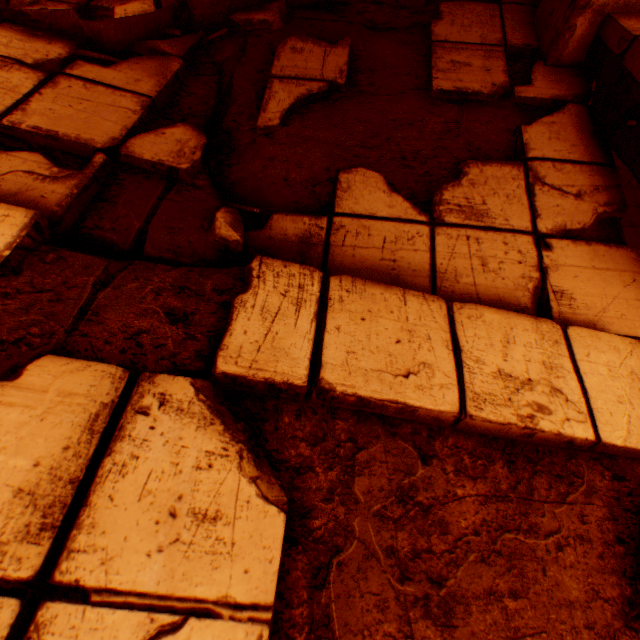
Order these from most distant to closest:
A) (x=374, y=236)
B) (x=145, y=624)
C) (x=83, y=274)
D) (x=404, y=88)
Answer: (x=404, y=88)
(x=374, y=236)
(x=83, y=274)
(x=145, y=624)

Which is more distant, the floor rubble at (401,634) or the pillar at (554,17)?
the pillar at (554,17)

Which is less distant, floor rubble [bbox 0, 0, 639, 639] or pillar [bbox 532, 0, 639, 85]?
floor rubble [bbox 0, 0, 639, 639]

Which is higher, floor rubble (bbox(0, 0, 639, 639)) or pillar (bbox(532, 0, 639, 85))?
pillar (bbox(532, 0, 639, 85))

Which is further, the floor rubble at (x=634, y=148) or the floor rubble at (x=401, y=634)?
the floor rubble at (x=634, y=148)

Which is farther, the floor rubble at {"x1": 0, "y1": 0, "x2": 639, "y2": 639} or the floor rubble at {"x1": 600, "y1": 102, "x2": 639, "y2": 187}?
the floor rubble at {"x1": 600, "y1": 102, "x2": 639, "y2": 187}
